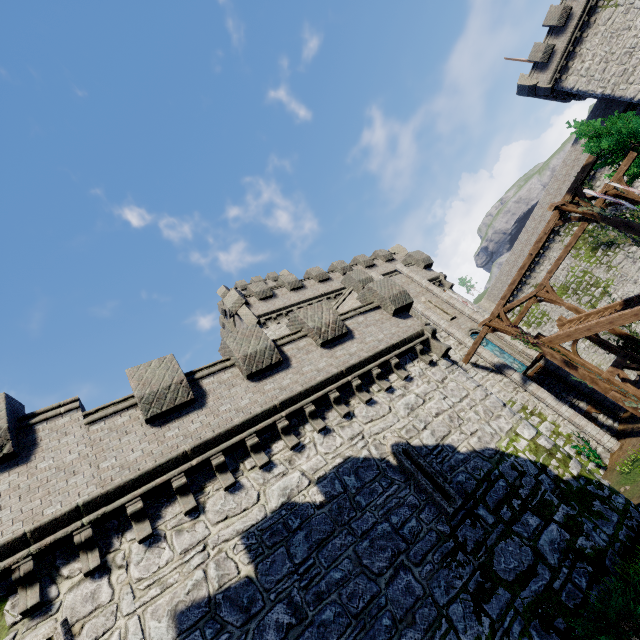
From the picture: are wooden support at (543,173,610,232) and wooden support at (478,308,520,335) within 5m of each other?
yes

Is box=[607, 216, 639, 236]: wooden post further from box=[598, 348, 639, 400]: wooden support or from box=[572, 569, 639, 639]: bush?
box=[572, 569, 639, 639]: bush

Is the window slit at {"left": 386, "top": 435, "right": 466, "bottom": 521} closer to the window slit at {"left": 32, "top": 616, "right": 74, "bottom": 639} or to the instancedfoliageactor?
the window slit at {"left": 32, "top": 616, "right": 74, "bottom": 639}

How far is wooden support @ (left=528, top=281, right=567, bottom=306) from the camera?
19.2m

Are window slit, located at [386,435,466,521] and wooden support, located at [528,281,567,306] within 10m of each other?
no

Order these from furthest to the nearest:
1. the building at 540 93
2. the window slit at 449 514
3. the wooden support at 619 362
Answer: the building at 540 93
the wooden support at 619 362
the window slit at 449 514

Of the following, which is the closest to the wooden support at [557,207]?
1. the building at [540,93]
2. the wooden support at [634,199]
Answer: the wooden support at [634,199]

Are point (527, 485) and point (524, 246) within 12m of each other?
no
